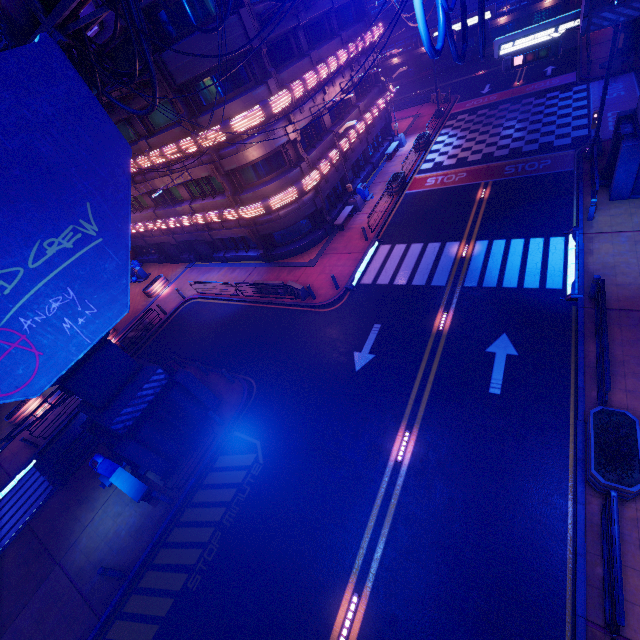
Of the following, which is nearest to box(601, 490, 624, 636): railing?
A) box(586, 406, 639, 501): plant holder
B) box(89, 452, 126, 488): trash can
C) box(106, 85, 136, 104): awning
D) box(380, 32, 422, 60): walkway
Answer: box(586, 406, 639, 501): plant holder

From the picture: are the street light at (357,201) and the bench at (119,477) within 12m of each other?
no

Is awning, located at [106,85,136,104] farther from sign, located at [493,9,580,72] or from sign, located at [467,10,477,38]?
sign, located at [467,10,477,38]

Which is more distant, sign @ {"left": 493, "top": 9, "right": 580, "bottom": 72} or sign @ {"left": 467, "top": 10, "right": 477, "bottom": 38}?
sign @ {"left": 467, "top": 10, "right": 477, "bottom": 38}

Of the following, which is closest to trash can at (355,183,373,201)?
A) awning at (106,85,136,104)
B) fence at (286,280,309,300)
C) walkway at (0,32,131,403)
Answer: fence at (286,280,309,300)

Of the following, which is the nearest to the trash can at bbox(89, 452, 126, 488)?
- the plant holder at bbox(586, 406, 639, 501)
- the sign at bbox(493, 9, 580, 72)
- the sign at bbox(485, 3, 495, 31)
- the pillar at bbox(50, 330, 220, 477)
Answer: the pillar at bbox(50, 330, 220, 477)

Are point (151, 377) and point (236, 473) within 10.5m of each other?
yes

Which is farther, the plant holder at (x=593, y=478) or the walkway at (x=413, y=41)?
the walkway at (x=413, y=41)
